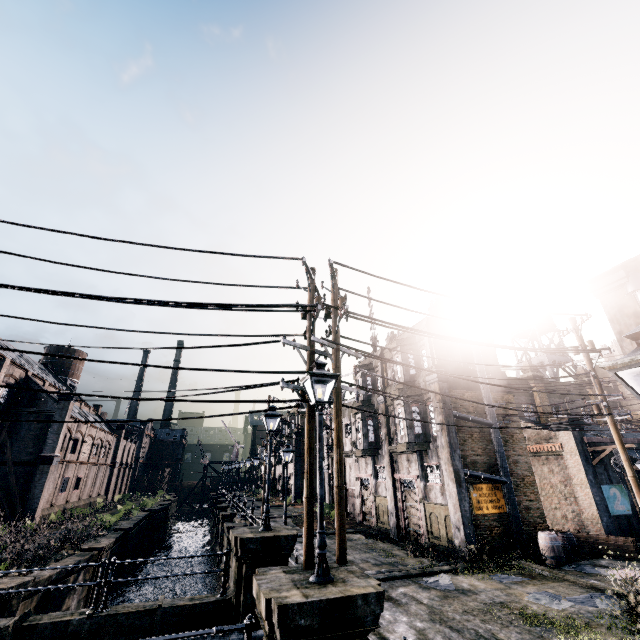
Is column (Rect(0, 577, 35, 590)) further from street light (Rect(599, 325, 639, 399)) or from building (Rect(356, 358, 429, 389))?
street light (Rect(599, 325, 639, 399))

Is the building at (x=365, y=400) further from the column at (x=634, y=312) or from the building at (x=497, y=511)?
the column at (x=634, y=312)

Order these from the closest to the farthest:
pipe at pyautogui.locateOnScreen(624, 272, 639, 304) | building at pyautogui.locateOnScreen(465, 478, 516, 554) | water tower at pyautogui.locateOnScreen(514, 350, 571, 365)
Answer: pipe at pyautogui.locateOnScreen(624, 272, 639, 304)
building at pyautogui.locateOnScreen(465, 478, 516, 554)
water tower at pyautogui.locateOnScreen(514, 350, 571, 365)

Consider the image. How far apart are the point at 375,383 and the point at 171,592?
25.7m

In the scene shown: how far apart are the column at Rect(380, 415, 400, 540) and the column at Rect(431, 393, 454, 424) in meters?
5.6

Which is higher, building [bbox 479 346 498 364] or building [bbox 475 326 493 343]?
building [bbox 475 326 493 343]

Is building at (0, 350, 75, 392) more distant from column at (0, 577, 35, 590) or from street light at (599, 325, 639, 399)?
street light at (599, 325, 639, 399)

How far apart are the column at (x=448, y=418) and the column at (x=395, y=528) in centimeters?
559cm
